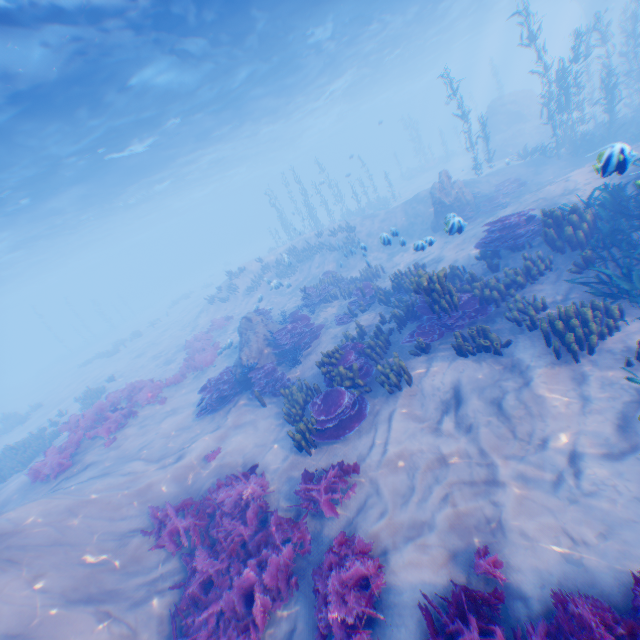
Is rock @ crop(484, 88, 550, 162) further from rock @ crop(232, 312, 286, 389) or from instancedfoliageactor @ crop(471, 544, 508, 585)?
rock @ crop(232, 312, 286, 389)

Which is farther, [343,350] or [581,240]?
[343,350]

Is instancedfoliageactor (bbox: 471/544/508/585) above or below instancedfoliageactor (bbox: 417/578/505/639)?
below

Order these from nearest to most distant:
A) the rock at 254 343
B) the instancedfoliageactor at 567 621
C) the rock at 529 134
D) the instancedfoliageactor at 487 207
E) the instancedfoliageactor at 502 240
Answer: the instancedfoliageactor at 567 621
the instancedfoliageactor at 502 240
the rock at 254 343
the instancedfoliageactor at 487 207
the rock at 529 134

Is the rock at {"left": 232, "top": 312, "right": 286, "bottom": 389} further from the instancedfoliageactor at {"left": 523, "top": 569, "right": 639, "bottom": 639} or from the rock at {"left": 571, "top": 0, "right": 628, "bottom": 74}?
the rock at {"left": 571, "top": 0, "right": 628, "bottom": 74}

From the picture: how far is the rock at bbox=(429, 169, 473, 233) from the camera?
16.6 meters

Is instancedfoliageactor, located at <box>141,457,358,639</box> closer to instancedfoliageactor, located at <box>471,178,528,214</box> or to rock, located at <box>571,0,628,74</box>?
rock, located at <box>571,0,628,74</box>

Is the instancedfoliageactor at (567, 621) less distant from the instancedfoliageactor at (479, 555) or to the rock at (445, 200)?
the instancedfoliageactor at (479, 555)
